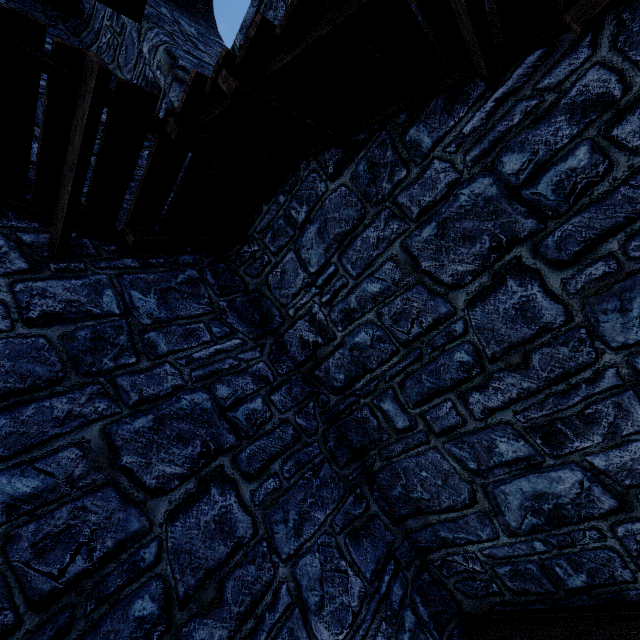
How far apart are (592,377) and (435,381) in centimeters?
140cm
